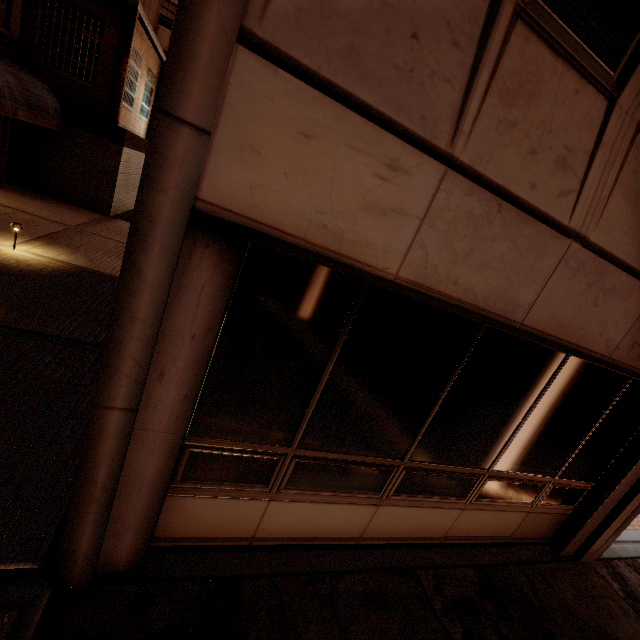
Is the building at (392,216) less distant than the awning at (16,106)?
Yes

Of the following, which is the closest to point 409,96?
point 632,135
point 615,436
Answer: point 632,135

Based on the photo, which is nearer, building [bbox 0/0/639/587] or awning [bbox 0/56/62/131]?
building [bbox 0/0/639/587]
